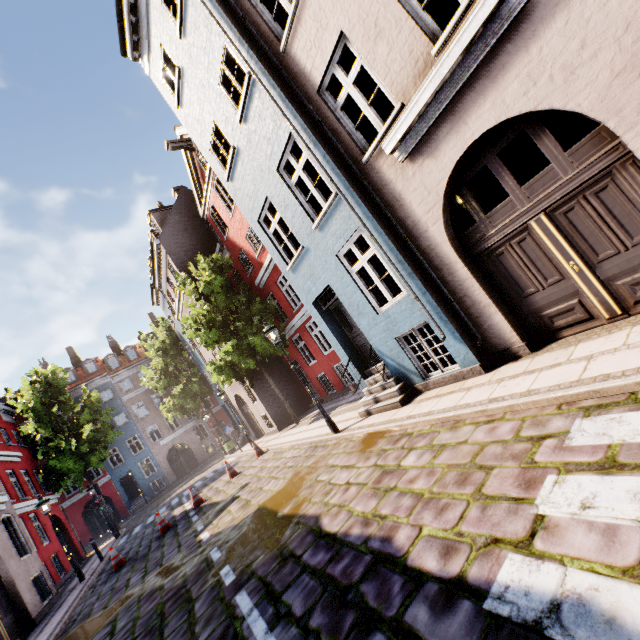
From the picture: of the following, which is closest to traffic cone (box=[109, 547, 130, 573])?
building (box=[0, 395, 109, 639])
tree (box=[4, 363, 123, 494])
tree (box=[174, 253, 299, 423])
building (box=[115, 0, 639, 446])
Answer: building (box=[0, 395, 109, 639])

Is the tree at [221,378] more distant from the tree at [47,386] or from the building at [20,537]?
the tree at [47,386]

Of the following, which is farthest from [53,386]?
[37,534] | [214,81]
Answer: [214,81]

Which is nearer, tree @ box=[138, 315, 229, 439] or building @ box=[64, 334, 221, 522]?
tree @ box=[138, 315, 229, 439]

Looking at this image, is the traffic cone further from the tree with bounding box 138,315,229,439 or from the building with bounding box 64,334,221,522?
the tree with bounding box 138,315,229,439

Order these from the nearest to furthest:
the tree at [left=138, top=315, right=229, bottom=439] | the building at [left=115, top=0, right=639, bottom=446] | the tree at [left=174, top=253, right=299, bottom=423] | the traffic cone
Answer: the building at [left=115, top=0, right=639, bottom=446] < the traffic cone < the tree at [left=174, top=253, right=299, bottom=423] < the tree at [left=138, top=315, right=229, bottom=439]

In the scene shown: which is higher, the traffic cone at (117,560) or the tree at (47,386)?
the tree at (47,386)

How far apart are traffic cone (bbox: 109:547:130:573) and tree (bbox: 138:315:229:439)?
17.0m
